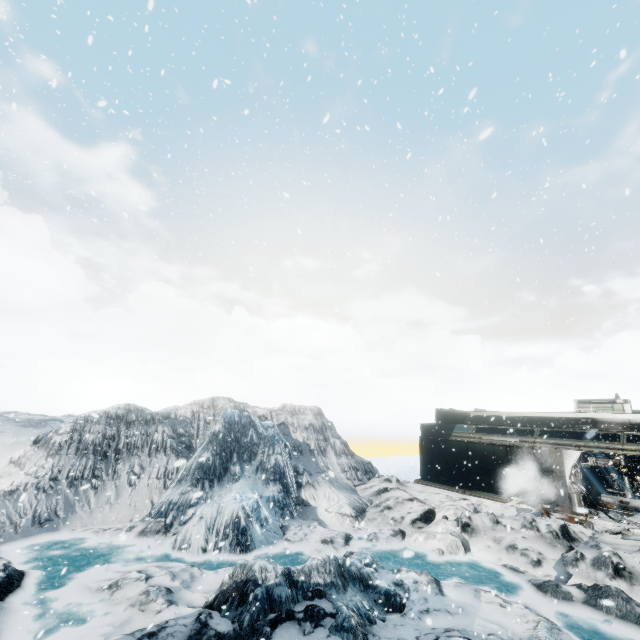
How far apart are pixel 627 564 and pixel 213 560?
13.80m
